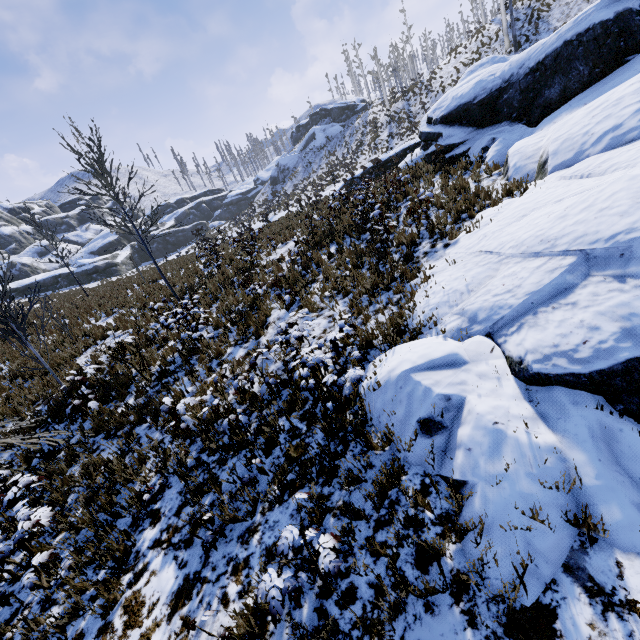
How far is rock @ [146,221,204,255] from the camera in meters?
55.2 m

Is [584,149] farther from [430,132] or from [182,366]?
[182,366]

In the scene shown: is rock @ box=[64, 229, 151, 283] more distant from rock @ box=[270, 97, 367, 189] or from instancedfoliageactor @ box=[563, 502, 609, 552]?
instancedfoliageactor @ box=[563, 502, 609, 552]

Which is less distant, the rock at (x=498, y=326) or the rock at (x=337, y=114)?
the rock at (x=498, y=326)

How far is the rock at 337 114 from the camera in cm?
5128

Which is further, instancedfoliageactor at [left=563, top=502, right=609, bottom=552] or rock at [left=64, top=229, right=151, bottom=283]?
rock at [left=64, top=229, right=151, bottom=283]

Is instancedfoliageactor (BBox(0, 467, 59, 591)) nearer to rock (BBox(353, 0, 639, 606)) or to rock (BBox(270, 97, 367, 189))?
rock (BBox(353, 0, 639, 606))

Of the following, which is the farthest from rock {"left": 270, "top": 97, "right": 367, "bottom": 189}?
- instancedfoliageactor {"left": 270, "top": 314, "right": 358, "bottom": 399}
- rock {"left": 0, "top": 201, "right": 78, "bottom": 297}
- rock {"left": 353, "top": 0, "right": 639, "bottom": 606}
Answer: instancedfoliageactor {"left": 270, "top": 314, "right": 358, "bottom": 399}
